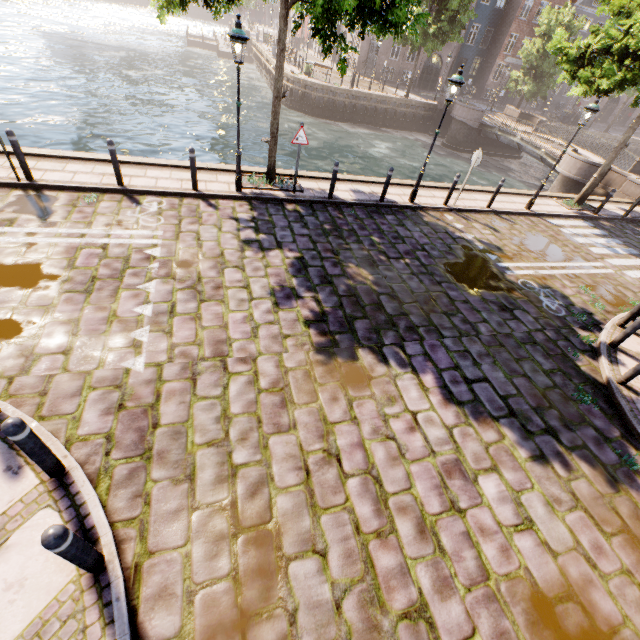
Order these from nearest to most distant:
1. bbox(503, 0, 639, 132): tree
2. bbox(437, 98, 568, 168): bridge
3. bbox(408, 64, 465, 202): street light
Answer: bbox(408, 64, 465, 202): street light, bbox(503, 0, 639, 132): tree, bbox(437, 98, 568, 168): bridge

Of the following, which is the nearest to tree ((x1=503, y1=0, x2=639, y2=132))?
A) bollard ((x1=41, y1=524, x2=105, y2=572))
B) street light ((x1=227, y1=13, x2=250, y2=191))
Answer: street light ((x1=227, y1=13, x2=250, y2=191))

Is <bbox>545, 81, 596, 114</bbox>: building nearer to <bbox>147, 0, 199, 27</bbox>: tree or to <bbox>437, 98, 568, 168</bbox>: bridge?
<bbox>147, 0, 199, 27</bbox>: tree

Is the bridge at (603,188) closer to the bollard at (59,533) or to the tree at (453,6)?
the tree at (453,6)

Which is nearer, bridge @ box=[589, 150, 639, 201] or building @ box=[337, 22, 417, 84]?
bridge @ box=[589, 150, 639, 201]

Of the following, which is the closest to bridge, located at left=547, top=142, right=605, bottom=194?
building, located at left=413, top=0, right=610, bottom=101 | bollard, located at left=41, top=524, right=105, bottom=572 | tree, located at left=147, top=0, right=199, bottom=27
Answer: tree, located at left=147, top=0, right=199, bottom=27

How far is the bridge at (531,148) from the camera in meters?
22.6 m

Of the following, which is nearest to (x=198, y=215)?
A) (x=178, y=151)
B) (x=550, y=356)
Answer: (x=550, y=356)
